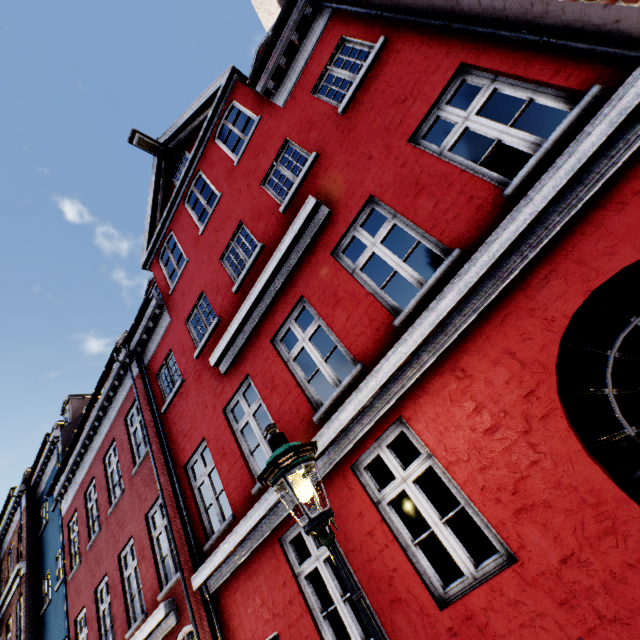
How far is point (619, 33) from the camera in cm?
306

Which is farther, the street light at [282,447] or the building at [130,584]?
the building at [130,584]

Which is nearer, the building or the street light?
the street light
